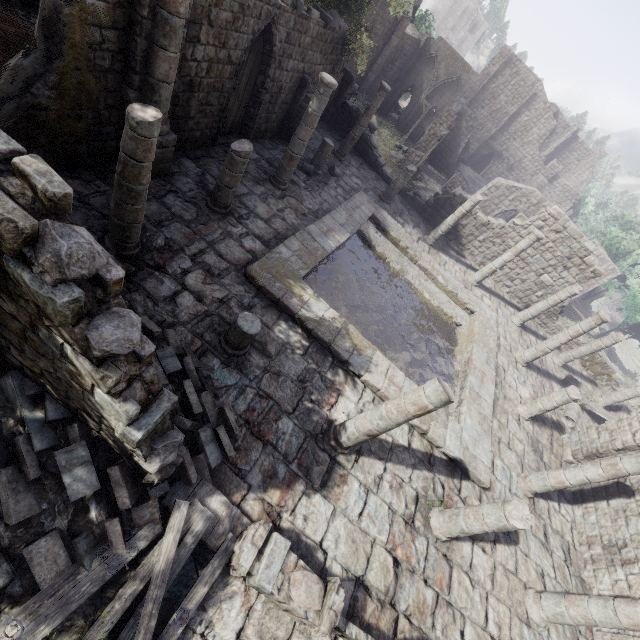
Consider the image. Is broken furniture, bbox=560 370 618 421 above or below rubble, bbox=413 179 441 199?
above

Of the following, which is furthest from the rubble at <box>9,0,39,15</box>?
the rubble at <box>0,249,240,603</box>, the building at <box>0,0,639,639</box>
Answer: the rubble at <box>0,249,240,603</box>

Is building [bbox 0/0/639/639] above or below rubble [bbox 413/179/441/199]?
above

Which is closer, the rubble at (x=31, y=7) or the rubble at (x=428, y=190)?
the rubble at (x=31, y=7)

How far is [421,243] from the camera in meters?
A: 17.7 m

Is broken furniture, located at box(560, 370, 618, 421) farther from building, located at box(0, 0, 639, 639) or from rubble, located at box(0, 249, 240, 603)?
rubble, located at box(0, 249, 240, 603)

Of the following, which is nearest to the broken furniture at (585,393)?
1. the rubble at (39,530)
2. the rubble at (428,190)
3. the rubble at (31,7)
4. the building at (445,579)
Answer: the building at (445,579)

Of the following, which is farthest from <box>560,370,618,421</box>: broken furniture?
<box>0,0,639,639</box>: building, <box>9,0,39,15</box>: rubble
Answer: <box>9,0,39,15</box>: rubble
